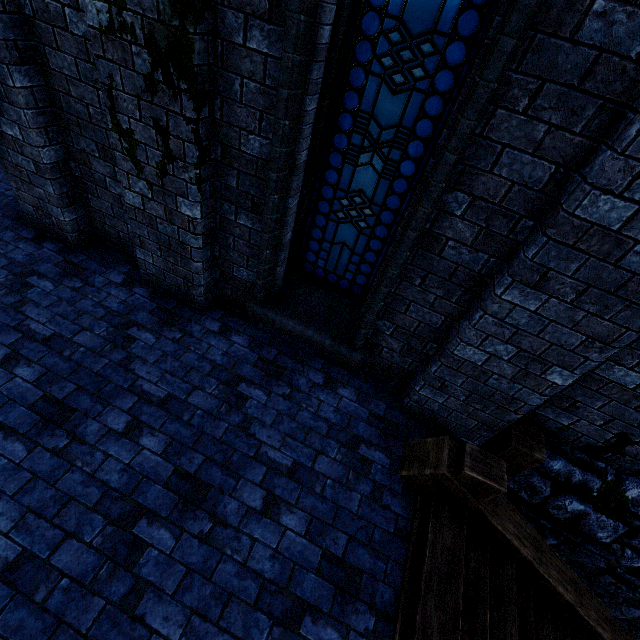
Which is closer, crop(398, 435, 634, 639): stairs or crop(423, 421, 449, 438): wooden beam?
crop(398, 435, 634, 639): stairs

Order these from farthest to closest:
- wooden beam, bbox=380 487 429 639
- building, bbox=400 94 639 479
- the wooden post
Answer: the wooden post
wooden beam, bbox=380 487 429 639
building, bbox=400 94 639 479

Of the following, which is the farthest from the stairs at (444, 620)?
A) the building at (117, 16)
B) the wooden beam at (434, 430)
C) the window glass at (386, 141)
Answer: the window glass at (386, 141)

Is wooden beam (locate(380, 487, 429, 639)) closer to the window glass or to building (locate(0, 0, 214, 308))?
building (locate(0, 0, 214, 308))

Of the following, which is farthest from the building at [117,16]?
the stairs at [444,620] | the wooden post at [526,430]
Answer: the stairs at [444,620]

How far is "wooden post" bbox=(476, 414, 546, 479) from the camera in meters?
3.3

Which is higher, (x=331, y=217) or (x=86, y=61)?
(x=86, y=61)
